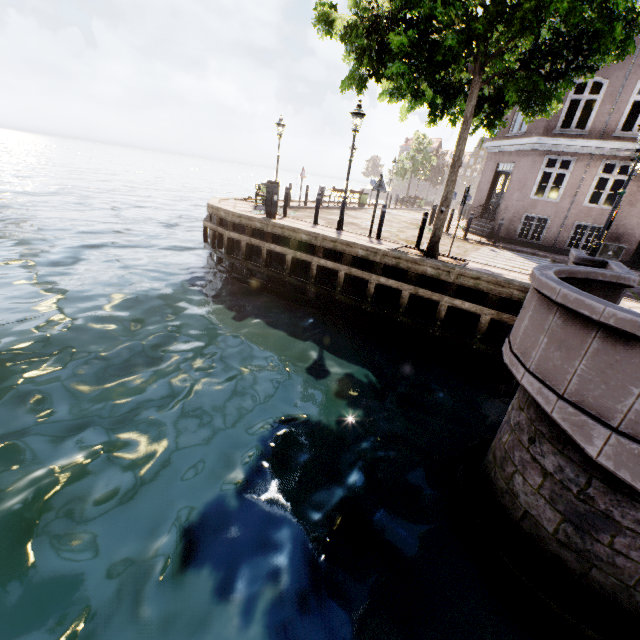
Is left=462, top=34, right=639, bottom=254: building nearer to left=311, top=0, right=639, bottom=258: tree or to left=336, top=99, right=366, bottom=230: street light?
left=311, top=0, right=639, bottom=258: tree

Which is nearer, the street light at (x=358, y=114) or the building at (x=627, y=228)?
the street light at (x=358, y=114)

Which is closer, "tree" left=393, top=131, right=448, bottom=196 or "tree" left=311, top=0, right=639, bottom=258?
"tree" left=311, top=0, right=639, bottom=258

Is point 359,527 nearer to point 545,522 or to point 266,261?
point 545,522

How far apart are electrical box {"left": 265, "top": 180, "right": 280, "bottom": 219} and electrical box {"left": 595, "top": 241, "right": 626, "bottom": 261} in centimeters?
1330cm

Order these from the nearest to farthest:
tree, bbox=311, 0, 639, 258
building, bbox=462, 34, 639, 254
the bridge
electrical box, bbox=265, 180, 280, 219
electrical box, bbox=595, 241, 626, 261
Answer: the bridge → tree, bbox=311, 0, 639, 258 → electrical box, bbox=265, 180, 280, 219 → building, bbox=462, 34, 639, 254 → electrical box, bbox=595, 241, 626, 261

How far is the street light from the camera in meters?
9.7 m

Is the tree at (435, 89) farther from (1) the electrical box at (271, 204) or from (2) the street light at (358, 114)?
(1) the electrical box at (271, 204)
